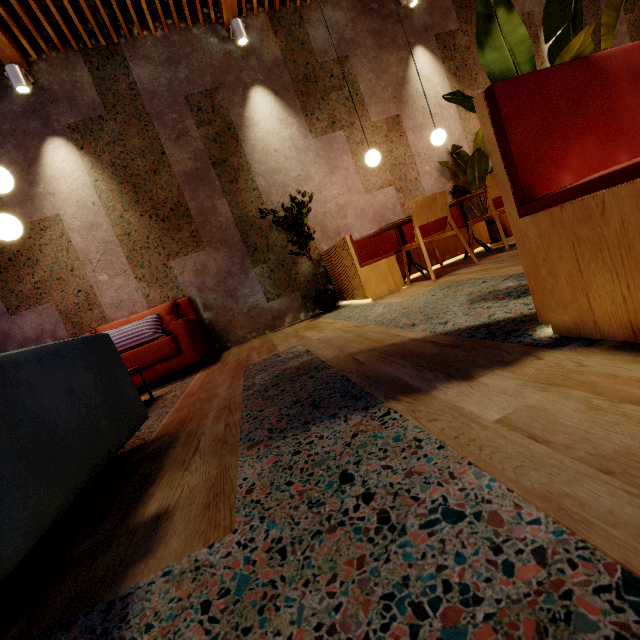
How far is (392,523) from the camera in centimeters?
57cm

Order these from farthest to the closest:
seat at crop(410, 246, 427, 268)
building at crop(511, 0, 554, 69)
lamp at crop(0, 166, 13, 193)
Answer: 1. building at crop(511, 0, 554, 69)
2. seat at crop(410, 246, 427, 268)
3. lamp at crop(0, 166, 13, 193)

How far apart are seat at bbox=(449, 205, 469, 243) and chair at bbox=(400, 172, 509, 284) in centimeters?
12cm

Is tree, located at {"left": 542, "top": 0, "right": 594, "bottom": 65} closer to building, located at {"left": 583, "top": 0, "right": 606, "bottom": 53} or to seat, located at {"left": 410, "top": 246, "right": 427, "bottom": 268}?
building, located at {"left": 583, "top": 0, "right": 606, "bottom": 53}

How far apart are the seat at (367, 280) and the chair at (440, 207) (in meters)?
0.12

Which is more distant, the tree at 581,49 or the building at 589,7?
the building at 589,7

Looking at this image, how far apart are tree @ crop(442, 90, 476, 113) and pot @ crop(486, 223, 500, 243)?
3.72m
